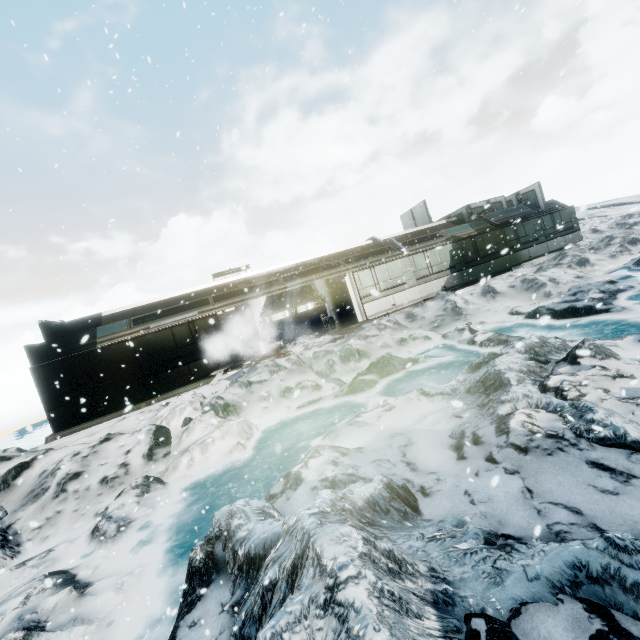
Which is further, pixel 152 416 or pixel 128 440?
pixel 152 416
